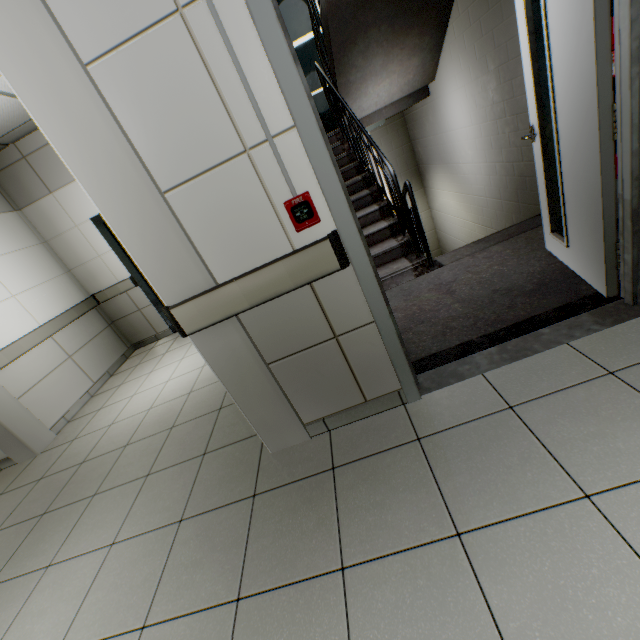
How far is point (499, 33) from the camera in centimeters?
322cm

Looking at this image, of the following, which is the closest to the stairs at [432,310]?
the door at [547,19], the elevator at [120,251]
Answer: the door at [547,19]

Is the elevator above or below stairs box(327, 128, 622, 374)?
above

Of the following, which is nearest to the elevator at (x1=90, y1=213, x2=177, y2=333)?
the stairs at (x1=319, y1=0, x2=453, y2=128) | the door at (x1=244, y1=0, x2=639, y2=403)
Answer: the stairs at (x1=319, y1=0, x2=453, y2=128)

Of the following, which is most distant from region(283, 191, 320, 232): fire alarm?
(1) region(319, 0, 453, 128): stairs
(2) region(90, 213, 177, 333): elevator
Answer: (2) region(90, 213, 177, 333): elevator

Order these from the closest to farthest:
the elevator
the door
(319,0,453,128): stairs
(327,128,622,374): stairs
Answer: the door → (327,128,622,374): stairs → (319,0,453,128): stairs → the elevator

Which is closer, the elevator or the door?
the door

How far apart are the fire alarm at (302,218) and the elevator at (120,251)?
3.79m
